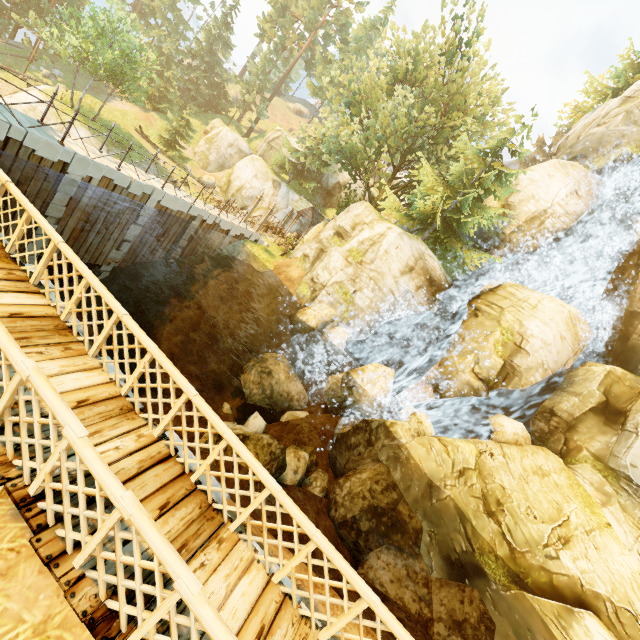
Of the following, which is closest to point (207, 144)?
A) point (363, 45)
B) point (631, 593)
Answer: point (363, 45)

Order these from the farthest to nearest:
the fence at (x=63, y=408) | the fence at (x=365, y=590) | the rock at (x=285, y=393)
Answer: the rock at (x=285, y=393), the fence at (x=365, y=590), the fence at (x=63, y=408)

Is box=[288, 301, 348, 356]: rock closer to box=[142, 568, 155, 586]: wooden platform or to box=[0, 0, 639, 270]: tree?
box=[142, 568, 155, 586]: wooden platform

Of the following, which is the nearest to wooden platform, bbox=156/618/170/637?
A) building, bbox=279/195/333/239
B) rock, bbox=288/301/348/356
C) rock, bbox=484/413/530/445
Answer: rock, bbox=288/301/348/356

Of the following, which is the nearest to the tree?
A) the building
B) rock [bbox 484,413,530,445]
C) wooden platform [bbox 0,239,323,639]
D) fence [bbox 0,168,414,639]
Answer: the building

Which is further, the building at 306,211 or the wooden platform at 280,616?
the building at 306,211

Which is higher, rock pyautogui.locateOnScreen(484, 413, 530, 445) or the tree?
the tree

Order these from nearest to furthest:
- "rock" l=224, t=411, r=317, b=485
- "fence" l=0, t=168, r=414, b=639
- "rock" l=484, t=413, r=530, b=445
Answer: "fence" l=0, t=168, r=414, b=639
"rock" l=224, t=411, r=317, b=485
"rock" l=484, t=413, r=530, b=445
